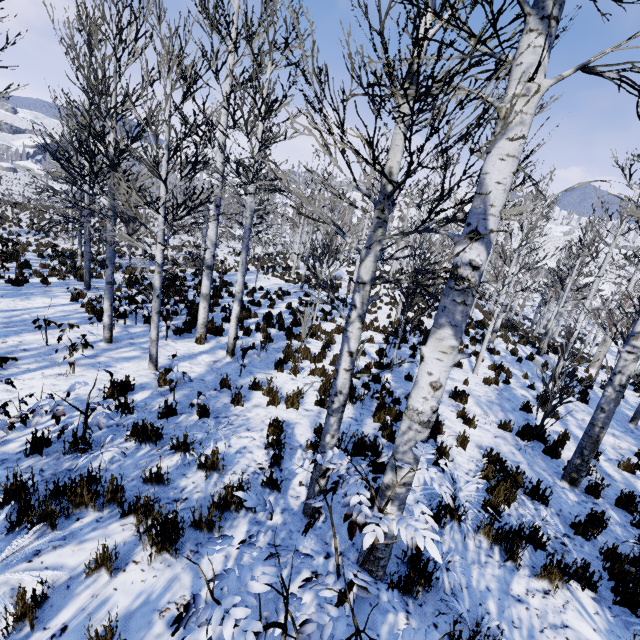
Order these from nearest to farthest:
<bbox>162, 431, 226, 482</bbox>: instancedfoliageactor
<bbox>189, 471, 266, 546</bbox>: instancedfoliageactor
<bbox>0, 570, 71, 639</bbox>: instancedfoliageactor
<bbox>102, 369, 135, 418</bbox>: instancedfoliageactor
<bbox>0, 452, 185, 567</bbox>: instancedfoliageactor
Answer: <bbox>189, 471, 266, 546</bbox>: instancedfoliageactor → <bbox>0, 570, 71, 639</bbox>: instancedfoliageactor → <bbox>0, 452, 185, 567</bbox>: instancedfoliageactor → <bbox>162, 431, 226, 482</bbox>: instancedfoliageactor → <bbox>102, 369, 135, 418</bbox>: instancedfoliageactor

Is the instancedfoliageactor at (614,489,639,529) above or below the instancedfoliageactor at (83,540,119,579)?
below

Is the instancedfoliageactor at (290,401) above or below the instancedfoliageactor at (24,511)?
below

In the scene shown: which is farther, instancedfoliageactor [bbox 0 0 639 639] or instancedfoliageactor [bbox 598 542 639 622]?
instancedfoliageactor [bbox 598 542 639 622]

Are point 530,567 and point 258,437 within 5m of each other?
yes

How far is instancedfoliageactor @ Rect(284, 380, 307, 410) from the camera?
3.3 meters
